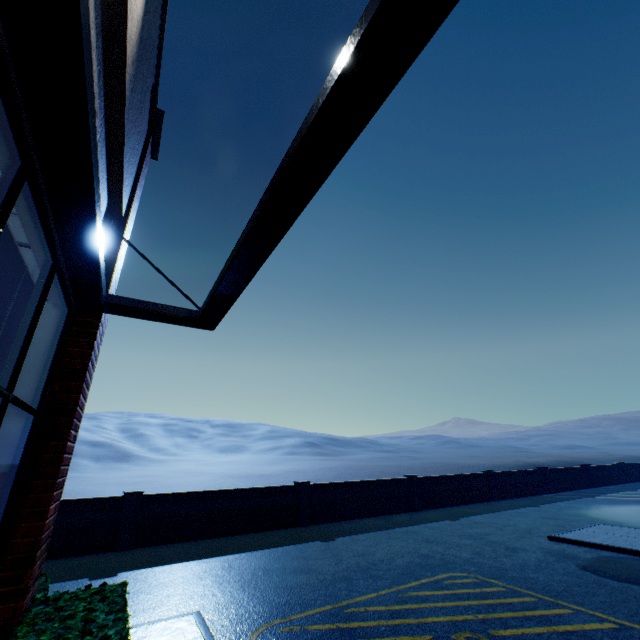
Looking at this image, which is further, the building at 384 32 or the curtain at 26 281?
the curtain at 26 281

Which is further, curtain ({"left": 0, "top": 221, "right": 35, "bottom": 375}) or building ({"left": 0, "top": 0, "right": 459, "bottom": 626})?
curtain ({"left": 0, "top": 221, "right": 35, "bottom": 375})

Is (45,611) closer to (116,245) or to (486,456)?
(116,245)
